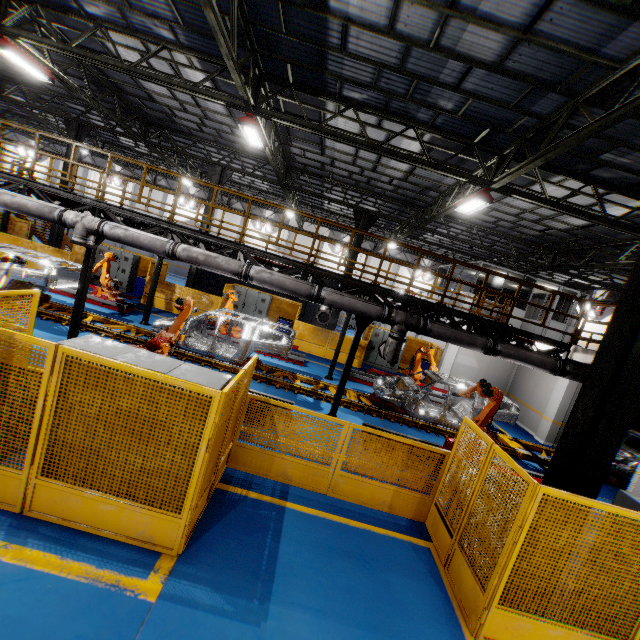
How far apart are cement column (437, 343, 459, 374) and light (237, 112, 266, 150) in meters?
11.5 m

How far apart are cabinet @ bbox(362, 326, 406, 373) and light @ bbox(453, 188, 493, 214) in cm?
811

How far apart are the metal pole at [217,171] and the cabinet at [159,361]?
13.5 meters

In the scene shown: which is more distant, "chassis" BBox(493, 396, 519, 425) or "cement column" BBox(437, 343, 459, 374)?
"cement column" BBox(437, 343, 459, 374)

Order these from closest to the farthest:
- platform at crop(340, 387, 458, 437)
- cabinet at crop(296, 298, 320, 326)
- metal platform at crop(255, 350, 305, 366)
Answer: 1. platform at crop(340, 387, 458, 437)
2. metal platform at crop(255, 350, 305, 366)
3. cabinet at crop(296, 298, 320, 326)

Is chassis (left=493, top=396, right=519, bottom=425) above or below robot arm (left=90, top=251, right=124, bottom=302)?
above

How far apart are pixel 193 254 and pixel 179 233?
1.0m

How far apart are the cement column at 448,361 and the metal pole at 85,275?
15.1 meters
